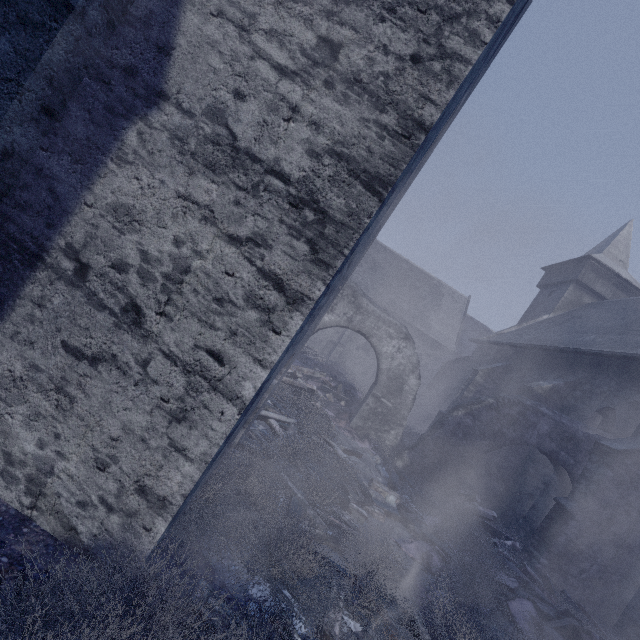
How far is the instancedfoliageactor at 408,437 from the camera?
14.0 meters

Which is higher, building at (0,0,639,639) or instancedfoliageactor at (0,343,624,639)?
building at (0,0,639,639)

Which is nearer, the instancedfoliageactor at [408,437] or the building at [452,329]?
the building at [452,329]

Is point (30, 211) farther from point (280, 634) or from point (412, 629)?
point (412, 629)

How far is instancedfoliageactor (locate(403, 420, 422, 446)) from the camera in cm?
1403

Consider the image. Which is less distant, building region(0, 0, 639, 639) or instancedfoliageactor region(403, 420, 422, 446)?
building region(0, 0, 639, 639)

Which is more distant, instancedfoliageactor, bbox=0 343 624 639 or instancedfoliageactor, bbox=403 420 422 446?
instancedfoliageactor, bbox=403 420 422 446
